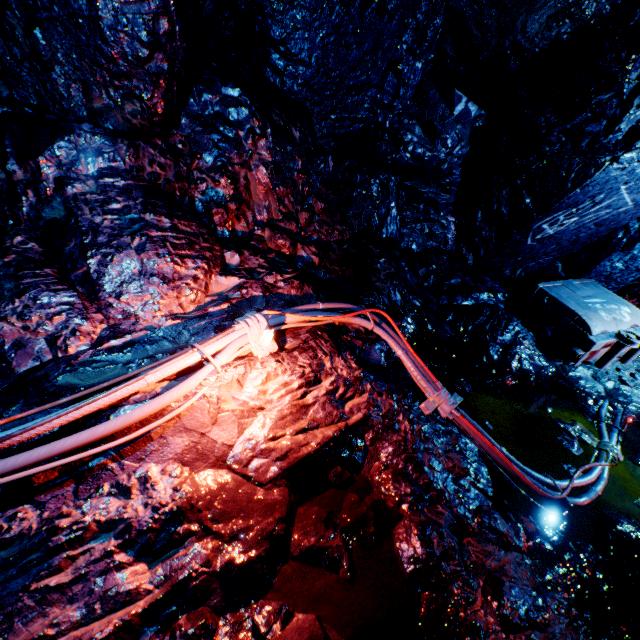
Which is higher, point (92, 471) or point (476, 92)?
point (476, 92)

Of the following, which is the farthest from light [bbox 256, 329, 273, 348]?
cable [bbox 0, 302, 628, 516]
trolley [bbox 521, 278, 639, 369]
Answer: trolley [bbox 521, 278, 639, 369]

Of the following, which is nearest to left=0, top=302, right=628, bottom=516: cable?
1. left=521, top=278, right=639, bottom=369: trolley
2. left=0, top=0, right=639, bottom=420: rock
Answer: left=0, top=0, right=639, bottom=420: rock

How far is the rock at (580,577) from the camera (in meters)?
2.15

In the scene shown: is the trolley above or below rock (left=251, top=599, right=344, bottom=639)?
above

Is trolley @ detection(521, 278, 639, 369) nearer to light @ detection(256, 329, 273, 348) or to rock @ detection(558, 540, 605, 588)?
rock @ detection(558, 540, 605, 588)
